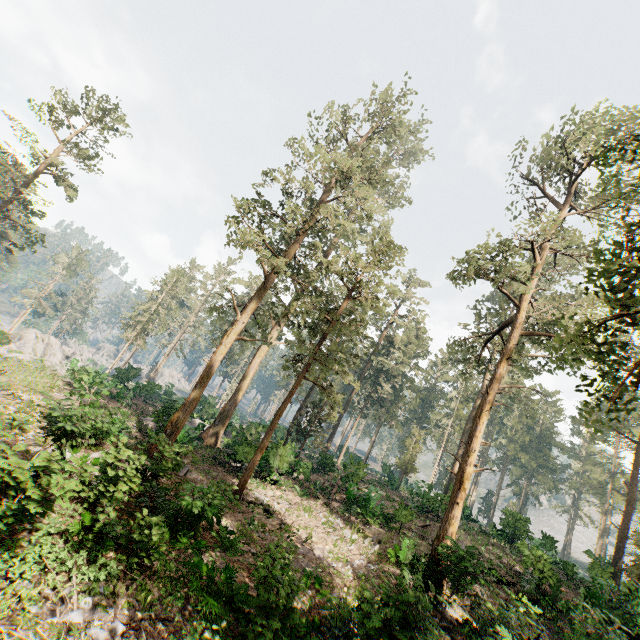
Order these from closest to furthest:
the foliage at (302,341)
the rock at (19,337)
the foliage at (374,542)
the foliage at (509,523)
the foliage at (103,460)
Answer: the foliage at (103,460) → the foliage at (302,341) → the foliage at (374,542) → the foliage at (509,523) → the rock at (19,337)

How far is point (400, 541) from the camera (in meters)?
20.28

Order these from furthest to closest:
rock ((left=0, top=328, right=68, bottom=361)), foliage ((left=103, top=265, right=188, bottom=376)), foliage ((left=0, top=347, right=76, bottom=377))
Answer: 1. foliage ((left=103, top=265, right=188, bottom=376))
2. rock ((left=0, top=328, right=68, bottom=361))
3. foliage ((left=0, top=347, right=76, bottom=377))

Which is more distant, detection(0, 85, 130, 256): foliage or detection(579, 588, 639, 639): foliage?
detection(0, 85, 130, 256): foliage

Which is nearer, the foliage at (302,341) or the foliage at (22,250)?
the foliage at (302,341)

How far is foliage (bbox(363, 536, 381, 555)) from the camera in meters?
17.5 m
